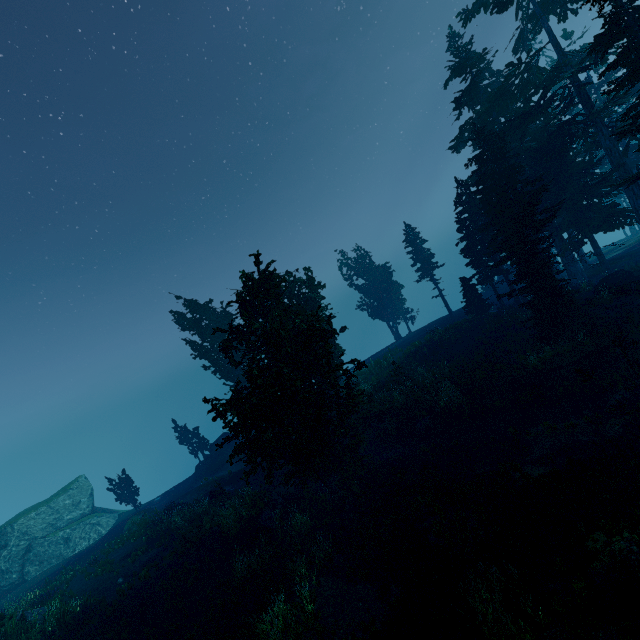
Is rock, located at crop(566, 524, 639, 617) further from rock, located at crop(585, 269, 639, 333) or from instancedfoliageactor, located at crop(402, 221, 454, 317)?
rock, located at crop(585, 269, 639, 333)

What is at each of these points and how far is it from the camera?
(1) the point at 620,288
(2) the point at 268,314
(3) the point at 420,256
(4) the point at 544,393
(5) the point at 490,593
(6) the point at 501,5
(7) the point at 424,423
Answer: (1) rock, 19.2 meters
(2) instancedfoliageactor, 17.4 meters
(3) instancedfoliageactor, 38.7 meters
(4) tree trunk, 17.0 meters
(5) instancedfoliageactor, 9.2 meters
(6) instancedfoliageactor, 22.0 meters
(7) rock, 20.8 meters

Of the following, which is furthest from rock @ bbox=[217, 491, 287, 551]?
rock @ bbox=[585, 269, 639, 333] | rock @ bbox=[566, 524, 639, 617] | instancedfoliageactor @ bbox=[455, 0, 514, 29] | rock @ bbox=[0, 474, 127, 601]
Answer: rock @ bbox=[585, 269, 639, 333]

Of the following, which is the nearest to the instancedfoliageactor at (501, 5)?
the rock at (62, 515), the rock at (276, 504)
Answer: the rock at (62, 515)

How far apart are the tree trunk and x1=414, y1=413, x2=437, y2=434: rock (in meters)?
5.51

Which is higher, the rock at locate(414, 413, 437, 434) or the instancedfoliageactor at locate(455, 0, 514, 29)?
the instancedfoliageactor at locate(455, 0, 514, 29)

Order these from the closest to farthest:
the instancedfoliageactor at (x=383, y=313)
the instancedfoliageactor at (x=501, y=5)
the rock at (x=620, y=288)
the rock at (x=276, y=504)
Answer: the rock at (x=276, y=504) → the rock at (x=620, y=288) → the instancedfoliageactor at (x=501, y=5) → the instancedfoliageactor at (x=383, y=313)

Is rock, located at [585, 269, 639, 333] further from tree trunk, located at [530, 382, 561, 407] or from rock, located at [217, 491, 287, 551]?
rock, located at [217, 491, 287, 551]
